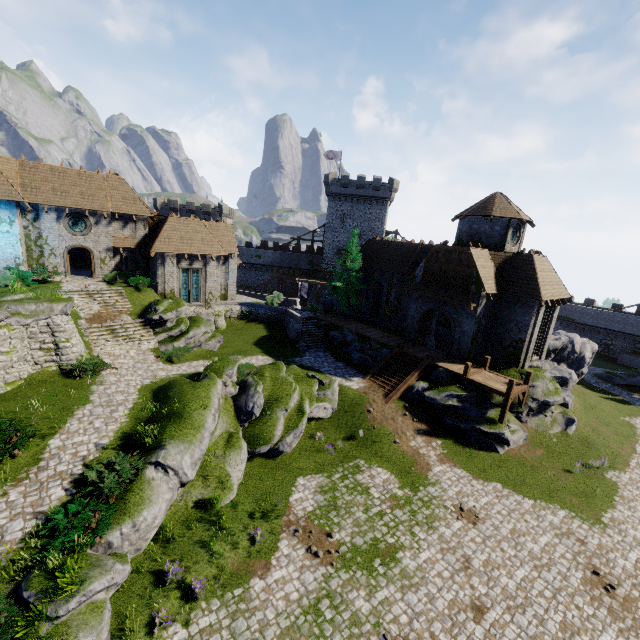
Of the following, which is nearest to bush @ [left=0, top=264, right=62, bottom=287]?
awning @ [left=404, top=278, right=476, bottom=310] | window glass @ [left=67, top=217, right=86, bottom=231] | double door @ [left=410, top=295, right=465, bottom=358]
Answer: window glass @ [left=67, top=217, right=86, bottom=231]

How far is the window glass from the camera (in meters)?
27.19

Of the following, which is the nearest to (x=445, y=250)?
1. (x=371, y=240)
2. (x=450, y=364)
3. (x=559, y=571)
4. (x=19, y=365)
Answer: (x=450, y=364)

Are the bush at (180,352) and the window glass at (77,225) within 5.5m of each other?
no

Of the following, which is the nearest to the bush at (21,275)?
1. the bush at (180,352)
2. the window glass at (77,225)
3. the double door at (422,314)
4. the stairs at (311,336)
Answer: the window glass at (77,225)

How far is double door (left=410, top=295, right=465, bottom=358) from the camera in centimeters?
2606cm

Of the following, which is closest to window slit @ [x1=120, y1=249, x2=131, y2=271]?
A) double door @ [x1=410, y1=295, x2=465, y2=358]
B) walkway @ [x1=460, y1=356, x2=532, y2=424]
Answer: double door @ [x1=410, y1=295, x2=465, y2=358]

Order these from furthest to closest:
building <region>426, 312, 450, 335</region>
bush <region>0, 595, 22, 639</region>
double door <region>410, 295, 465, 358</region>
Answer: building <region>426, 312, 450, 335</region>, double door <region>410, 295, 465, 358</region>, bush <region>0, 595, 22, 639</region>
